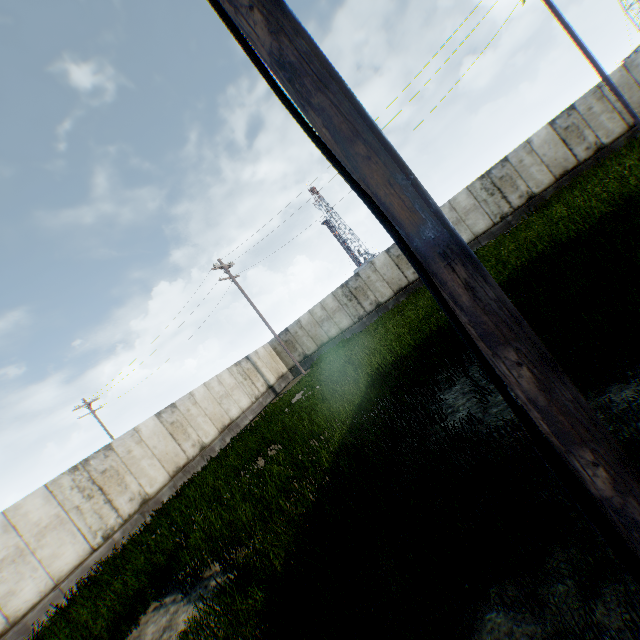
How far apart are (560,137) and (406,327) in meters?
15.2
